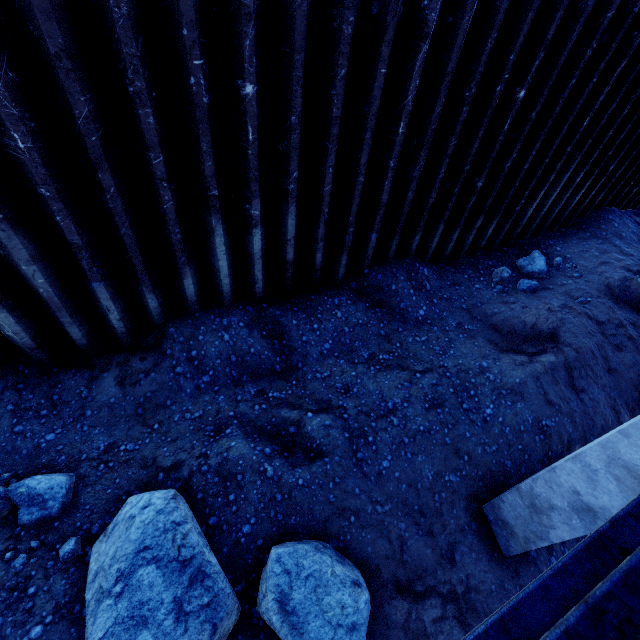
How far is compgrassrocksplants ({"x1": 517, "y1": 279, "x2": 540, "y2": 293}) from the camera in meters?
6.5 m

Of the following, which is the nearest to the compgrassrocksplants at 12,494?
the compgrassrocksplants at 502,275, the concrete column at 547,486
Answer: the concrete column at 547,486

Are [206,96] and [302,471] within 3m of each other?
no

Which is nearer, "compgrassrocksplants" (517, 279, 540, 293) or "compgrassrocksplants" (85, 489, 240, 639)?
"compgrassrocksplants" (85, 489, 240, 639)

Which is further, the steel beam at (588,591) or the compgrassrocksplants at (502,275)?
the compgrassrocksplants at (502,275)

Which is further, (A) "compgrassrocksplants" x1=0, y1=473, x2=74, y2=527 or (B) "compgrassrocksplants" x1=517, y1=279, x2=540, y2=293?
(B) "compgrassrocksplants" x1=517, y1=279, x2=540, y2=293

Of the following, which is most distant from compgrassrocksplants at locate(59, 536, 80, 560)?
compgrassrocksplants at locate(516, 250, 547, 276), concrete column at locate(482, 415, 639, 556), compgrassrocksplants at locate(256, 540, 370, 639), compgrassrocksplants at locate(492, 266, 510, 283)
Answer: compgrassrocksplants at locate(516, 250, 547, 276)

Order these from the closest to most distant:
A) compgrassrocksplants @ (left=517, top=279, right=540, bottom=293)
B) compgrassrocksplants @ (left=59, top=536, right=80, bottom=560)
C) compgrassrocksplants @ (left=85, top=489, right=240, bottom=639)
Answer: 1. compgrassrocksplants @ (left=85, top=489, right=240, bottom=639)
2. compgrassrocksplants @ (left=59, top=536, right=80, bottom=560)
3. compgrassrocksplants @ (left=517, top=279, right=540, bottom=293)
